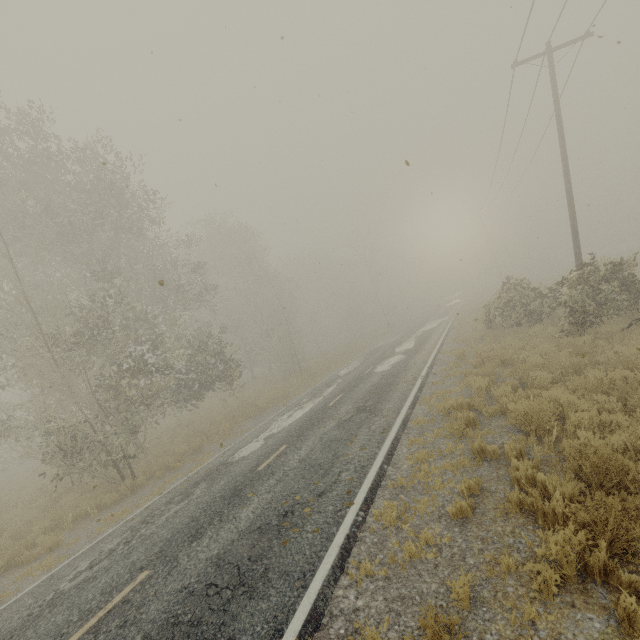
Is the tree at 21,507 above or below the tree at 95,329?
below

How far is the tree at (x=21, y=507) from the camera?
13.2 meters

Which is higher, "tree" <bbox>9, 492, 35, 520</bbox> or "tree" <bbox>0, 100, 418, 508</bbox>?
"tree" <bbox>0, 100, 418, 508</bbox>

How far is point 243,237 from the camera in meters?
33.6 m

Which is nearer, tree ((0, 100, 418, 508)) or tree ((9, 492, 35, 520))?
tree ((0, 100, 418, 508))

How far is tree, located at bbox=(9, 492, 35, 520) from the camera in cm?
1318
